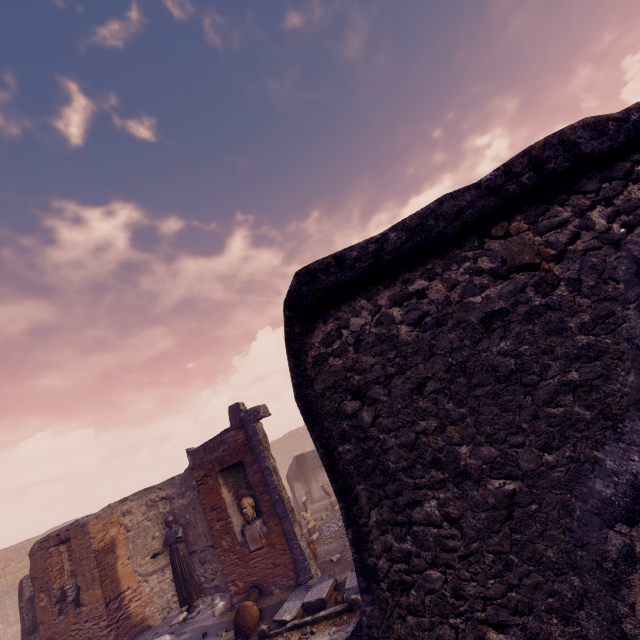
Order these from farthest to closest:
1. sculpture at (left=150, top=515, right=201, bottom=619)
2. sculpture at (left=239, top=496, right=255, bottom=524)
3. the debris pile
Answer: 1. sculpture at (left=150, top=515, right=201, bottom=619)
2. sculpture at (left=239, top=496, right=255, bottom=524)
3. the debris pile

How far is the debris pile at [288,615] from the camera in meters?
7.0

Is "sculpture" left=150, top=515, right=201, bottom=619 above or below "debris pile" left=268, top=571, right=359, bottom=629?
above

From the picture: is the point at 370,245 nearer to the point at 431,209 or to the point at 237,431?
the point at 431,209

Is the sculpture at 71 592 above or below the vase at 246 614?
above

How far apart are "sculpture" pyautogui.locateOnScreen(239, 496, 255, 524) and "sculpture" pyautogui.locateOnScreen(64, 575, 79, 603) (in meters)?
6.56

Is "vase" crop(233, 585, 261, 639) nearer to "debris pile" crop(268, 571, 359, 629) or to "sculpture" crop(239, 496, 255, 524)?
"debris pile" crop(268, 571, 359, 629)

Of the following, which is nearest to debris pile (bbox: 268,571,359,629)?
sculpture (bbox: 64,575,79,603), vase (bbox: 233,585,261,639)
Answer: vase (bbox: 233,585,261,639)
